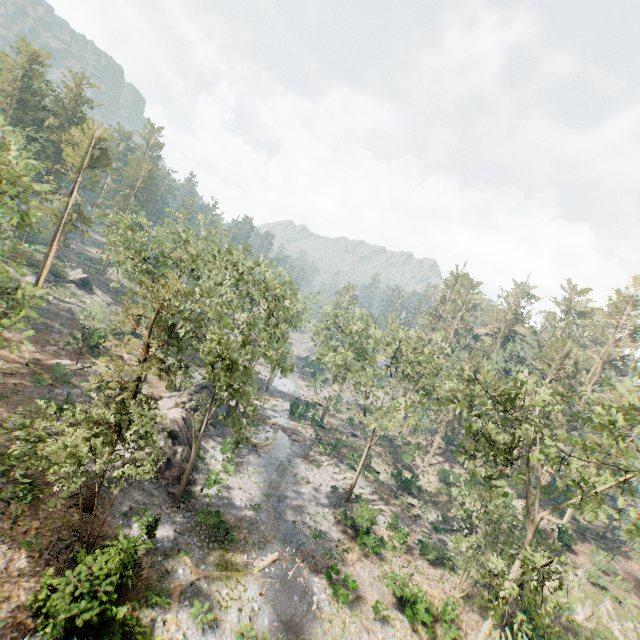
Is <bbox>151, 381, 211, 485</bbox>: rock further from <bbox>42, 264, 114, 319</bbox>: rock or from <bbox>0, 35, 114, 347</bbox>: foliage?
<bbox>42, 264, 114, 319</bbox>: rock

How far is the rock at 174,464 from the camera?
25.2 meters

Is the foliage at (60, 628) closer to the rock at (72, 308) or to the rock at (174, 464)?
the rock at (72, 308)

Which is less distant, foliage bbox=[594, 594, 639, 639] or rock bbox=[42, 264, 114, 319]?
foliage bbox=[594, 594, 639, 639]

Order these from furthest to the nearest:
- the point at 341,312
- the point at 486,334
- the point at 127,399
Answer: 1. the point at 486,334
2. the point at 341,312
3. the point at 127,399

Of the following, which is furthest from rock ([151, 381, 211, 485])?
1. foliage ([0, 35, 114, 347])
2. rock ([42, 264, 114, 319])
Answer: rock ([42, 264, 114, 319])

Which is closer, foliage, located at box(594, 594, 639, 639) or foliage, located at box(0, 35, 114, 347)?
foliage, located at box(0, 35, 114, 347)
